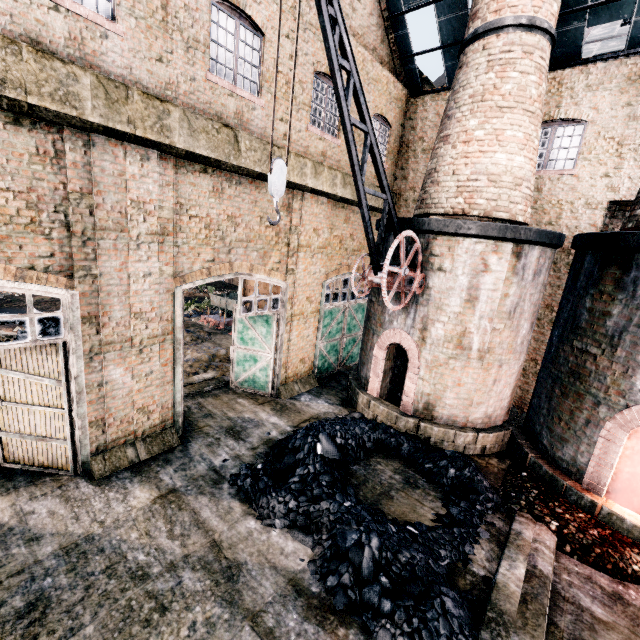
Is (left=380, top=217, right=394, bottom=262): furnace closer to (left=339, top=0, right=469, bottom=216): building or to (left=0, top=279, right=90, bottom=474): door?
(left=339, top=0, right=469, bottom=216): building

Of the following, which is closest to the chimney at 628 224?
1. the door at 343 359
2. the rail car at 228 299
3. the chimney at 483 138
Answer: the chimney at 483 138

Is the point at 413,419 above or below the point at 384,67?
below

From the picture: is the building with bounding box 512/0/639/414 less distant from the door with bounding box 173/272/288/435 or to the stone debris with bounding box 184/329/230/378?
the door with bounding box 173/272/288/435

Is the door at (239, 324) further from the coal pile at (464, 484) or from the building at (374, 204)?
the coal pile at (464, 484)

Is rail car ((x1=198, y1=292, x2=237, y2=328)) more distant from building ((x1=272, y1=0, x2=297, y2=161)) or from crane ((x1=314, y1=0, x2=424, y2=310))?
crane ((x1=314, y1=0, x2=424, y2=310))

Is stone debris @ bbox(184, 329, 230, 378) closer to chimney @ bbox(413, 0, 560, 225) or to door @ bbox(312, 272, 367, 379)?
door @ bbox(312, 272, 367, 379)

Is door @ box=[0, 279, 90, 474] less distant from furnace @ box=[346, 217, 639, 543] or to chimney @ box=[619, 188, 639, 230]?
furnace @ box=[346, 217, 639, 543]
